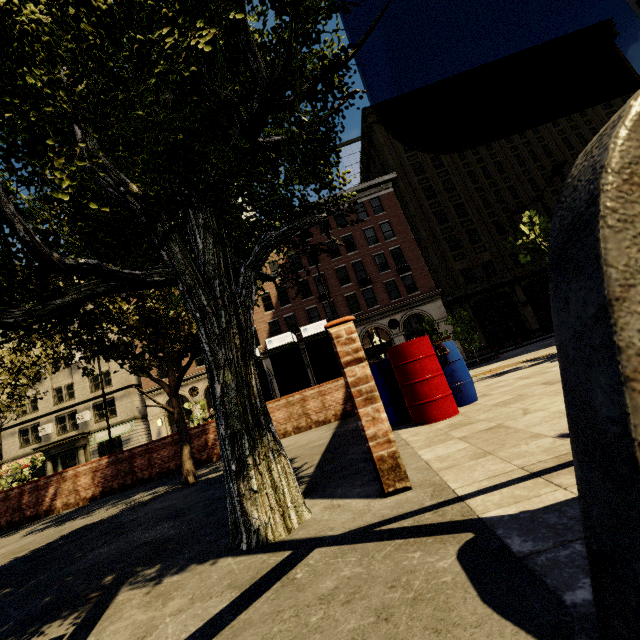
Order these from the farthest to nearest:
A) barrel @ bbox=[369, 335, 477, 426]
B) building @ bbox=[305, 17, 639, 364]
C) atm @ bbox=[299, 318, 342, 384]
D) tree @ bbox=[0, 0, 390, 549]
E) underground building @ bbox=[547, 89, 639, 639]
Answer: building @ bbox=[305, 17, 639, 364] < atm @ bbox=[299, 318, 342, 384] < barrel @ bbox=[369, 335, 477, 426] < tree @ bbox=[0, 0, 390, 549] < underground building @ bbox=[547, 89, 639, 639]

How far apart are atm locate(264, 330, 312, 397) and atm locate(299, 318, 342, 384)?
0.2 meters

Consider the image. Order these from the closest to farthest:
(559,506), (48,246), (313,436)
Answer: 1. (559,506)
2. (48,246)
3. (313,436)

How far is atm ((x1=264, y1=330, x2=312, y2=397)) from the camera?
10.7 meters

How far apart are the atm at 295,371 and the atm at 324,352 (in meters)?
0.24

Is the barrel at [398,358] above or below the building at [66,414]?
below

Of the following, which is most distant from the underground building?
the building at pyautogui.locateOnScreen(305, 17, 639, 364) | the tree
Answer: the building at pyautogui.locateOnScreen(305, 17, 639, 364)

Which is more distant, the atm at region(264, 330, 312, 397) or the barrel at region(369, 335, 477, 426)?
the atm at region(264, 330, 312, 397)
